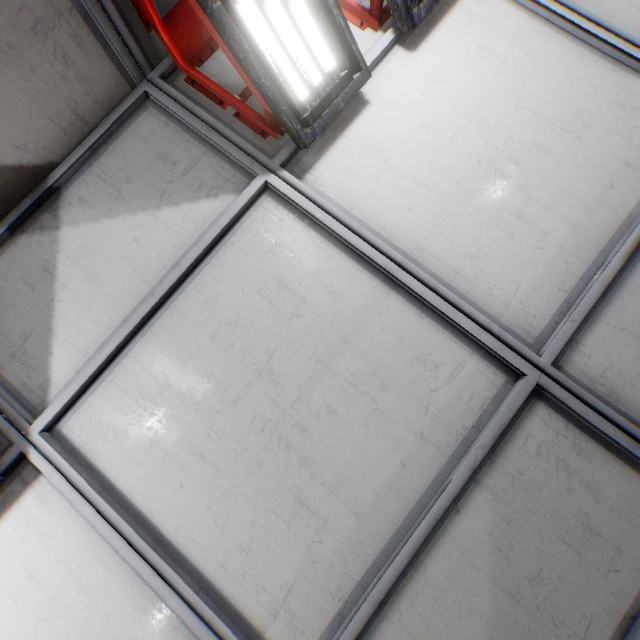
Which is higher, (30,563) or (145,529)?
(30,563)
